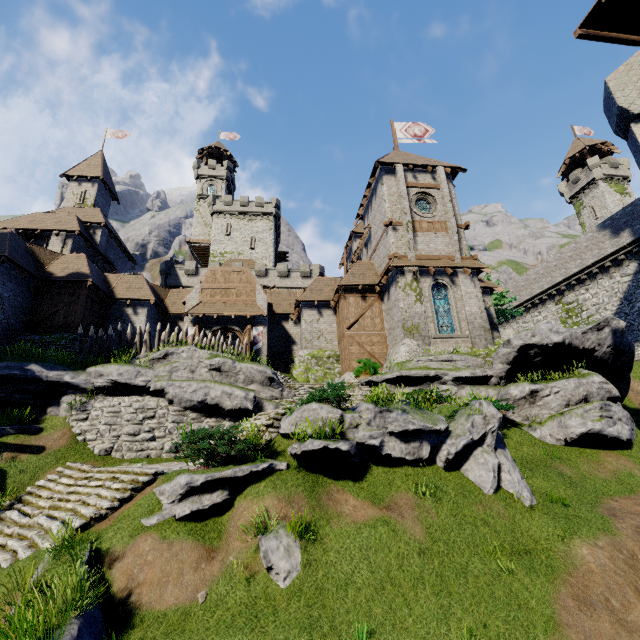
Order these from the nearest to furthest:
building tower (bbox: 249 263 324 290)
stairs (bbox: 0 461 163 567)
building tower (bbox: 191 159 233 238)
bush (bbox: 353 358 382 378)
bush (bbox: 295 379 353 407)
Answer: stairs (bbox: 0 461 163 567), bush (bbox: 295 379 353 407), bush (bbox: 353 358 382 378), building tower (bbox: 249 263 324 290), building tower (bbox: 191 159 233 238)

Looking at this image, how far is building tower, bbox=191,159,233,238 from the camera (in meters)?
53.59

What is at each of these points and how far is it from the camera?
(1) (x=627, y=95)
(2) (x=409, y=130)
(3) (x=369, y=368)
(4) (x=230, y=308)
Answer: (1) building tower, 9.7 meters
(2) flag, 30.9 meters
(3) bush, 20.2 meters
(4) awning, 25.3 meters

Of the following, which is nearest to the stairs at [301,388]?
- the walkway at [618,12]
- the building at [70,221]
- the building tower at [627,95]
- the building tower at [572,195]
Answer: the building at [70,221]

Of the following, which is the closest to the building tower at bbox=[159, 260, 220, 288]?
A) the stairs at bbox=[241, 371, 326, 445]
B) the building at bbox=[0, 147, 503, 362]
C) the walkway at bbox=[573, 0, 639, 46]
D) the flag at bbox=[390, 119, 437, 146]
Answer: the building at bbox=[0, 147, 503, 362]

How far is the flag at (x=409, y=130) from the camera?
30.4 meters

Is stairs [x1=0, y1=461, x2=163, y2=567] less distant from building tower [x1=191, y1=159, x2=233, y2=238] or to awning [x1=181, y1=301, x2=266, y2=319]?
awning [x1=181, y1=301, x2=266, y2=319]

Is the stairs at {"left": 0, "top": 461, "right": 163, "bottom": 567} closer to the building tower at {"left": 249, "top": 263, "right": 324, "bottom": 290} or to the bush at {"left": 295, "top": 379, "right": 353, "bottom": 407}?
the bush at {"left": 295, "top": 379, "right": 353, "bottom": 407}
